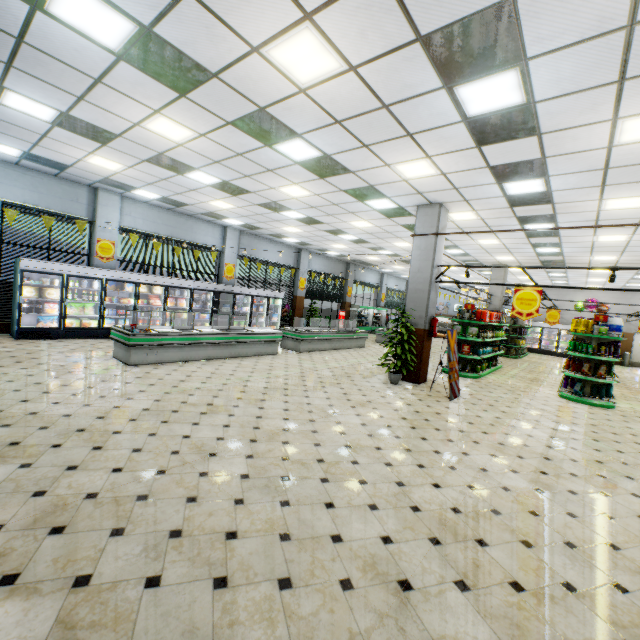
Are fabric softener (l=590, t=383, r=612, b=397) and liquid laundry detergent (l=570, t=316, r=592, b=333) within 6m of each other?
yes

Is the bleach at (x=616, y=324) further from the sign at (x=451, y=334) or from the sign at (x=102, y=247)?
the sign at (x=102, y=247)

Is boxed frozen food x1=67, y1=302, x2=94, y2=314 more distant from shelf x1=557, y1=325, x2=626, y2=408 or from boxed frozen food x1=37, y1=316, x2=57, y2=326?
shelf x1=557, y1=325, x2=626, y2=408

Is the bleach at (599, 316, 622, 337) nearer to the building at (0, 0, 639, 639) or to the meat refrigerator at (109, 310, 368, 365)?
the building at (0, 0, 639, 639)

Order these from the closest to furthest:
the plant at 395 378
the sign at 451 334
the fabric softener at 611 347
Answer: the sign at 451 334, the plant at 395 378, the fabric softener at 611 347

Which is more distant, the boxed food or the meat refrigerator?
the boxed food

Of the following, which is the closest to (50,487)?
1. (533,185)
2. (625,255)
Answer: (533,185)

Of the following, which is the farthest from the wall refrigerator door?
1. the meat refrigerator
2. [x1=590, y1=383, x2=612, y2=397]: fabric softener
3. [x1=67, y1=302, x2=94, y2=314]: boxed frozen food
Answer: [x1=590, y1=383, x2=612, y2=397]: fabric softener
